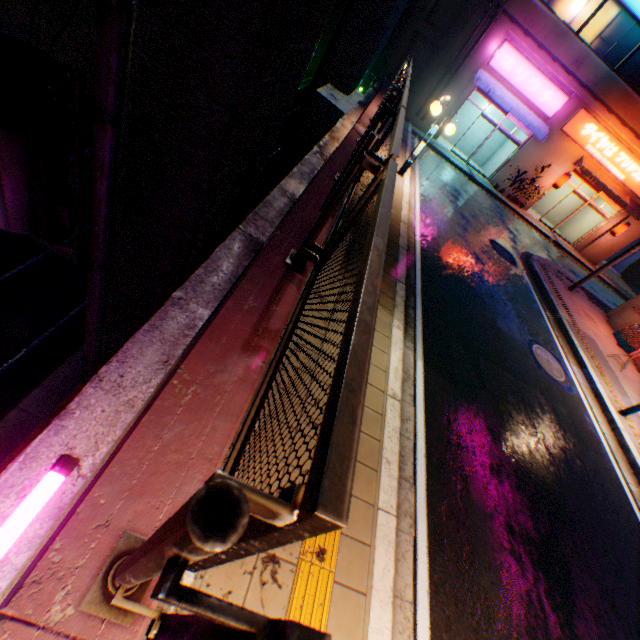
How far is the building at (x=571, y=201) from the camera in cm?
2244

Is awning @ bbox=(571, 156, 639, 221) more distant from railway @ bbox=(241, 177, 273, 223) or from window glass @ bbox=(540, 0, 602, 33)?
railway @ bbox=(241, 177, 273, 223)

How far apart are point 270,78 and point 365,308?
4.62m

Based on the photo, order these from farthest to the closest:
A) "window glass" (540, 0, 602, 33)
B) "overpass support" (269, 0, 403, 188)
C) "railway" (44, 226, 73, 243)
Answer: "window glass" (540, 0, 602, 33)
"overpass support" (269, 0, 403, 188)
"railway" (44, 226, 73, 243)

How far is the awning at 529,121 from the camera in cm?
1667

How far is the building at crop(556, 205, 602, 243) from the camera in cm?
2127

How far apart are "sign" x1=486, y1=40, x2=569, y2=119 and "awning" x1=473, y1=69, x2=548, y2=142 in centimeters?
11cm

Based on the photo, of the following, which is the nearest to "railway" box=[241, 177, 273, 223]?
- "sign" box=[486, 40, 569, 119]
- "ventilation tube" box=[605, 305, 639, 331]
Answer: "sign" box=[486, 40, 569, 119]
